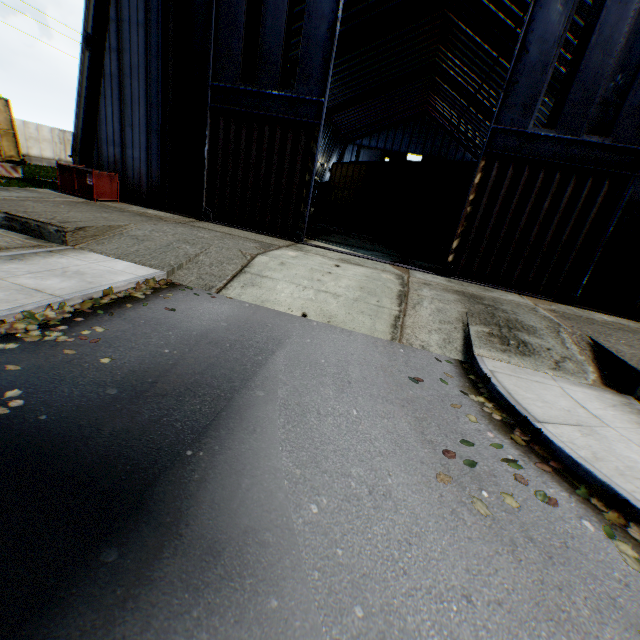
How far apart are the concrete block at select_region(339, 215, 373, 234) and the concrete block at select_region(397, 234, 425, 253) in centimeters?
493cm

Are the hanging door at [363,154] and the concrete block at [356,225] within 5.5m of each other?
no

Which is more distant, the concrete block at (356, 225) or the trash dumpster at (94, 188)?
the concrete block at (356, 225)

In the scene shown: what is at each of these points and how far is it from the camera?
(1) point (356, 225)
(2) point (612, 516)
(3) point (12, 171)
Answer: (1) concrete block, 21.7 meters
(2) leaf decal, 3.6 meters
(3) concrete block, 19.9 meters

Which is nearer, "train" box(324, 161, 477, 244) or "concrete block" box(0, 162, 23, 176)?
"train" box(324, 161, 477, 244)

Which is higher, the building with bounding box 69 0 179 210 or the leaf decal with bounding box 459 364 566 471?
the building with bounding box 69 0 179 210

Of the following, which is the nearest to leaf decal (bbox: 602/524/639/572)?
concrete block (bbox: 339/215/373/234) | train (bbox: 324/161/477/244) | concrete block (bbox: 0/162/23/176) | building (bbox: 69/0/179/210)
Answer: building (bbox: 69/0/179/210)

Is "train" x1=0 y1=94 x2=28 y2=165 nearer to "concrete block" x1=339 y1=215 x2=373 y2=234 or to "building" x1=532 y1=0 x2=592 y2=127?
"building" x1=532 y1=0 x2=592 y2=127
